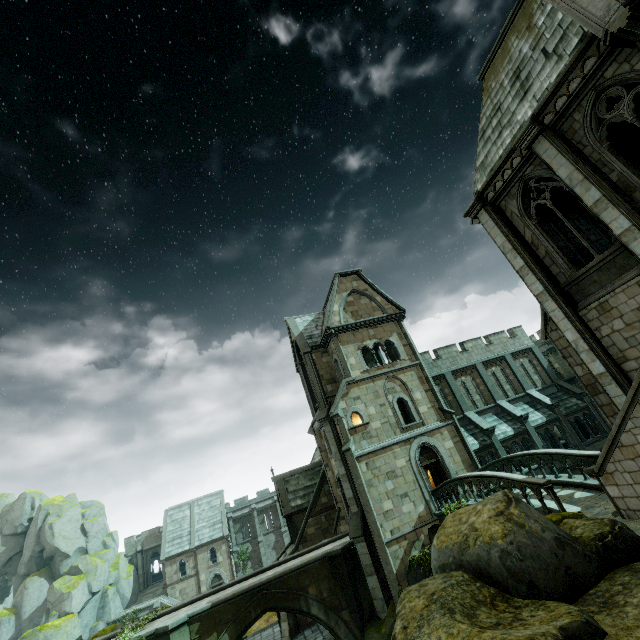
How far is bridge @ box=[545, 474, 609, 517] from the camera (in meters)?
11.66

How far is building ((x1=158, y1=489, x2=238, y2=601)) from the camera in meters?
41.6 m

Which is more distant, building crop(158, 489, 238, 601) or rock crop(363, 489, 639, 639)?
building crop(158, 489, 238, 601)

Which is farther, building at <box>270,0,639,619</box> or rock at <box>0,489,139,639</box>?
rock at <box>0,489,139,639</box>

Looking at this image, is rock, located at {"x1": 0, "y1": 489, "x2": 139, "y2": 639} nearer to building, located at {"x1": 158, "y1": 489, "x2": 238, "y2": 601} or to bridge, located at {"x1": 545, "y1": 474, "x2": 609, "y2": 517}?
building, located at {"x1": 158, "y1": 489, "x2": 238, "y2": 601}

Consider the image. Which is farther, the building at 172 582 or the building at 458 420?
the building at 172 582

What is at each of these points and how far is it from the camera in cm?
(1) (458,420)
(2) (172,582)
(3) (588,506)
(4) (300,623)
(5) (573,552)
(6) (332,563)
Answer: (1) building, 2450
(2) building, 4141
(3) bridge, 1178
(4) building, 2306
(5) rock, 562
(6) bridge, 1866

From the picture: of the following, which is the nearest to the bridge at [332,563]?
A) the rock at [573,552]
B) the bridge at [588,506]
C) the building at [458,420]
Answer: the building at [458,420]
